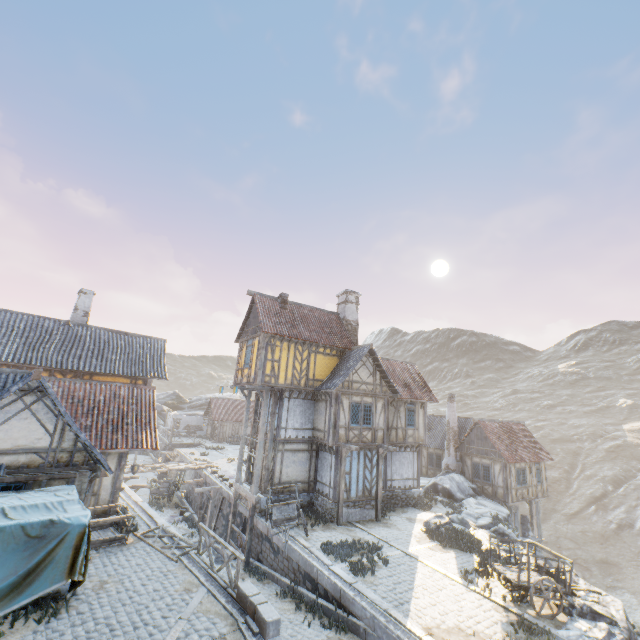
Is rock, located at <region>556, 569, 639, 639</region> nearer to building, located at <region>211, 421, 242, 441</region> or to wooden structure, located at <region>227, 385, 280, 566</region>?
wooden structure, located at <region>227, 385, 280, 566</region>

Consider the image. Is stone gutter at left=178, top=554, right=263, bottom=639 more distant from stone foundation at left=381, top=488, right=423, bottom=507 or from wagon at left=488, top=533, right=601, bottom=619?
wagon at left=488, top=533, right=601, bottom=619

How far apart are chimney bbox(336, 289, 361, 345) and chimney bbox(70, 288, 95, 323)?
16.9 meters

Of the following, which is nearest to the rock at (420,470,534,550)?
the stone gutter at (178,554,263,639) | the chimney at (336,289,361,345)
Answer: the stone gutter at (178,554,263,639)

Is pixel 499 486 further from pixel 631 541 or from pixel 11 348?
pixel 11 348

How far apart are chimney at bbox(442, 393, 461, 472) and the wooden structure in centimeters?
1770cm

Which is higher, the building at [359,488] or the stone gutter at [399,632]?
the building at [359,488]

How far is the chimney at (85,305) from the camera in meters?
21.1
